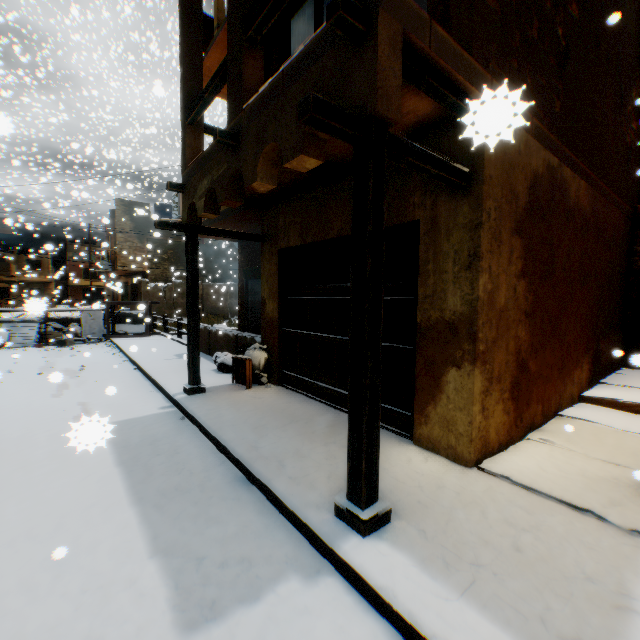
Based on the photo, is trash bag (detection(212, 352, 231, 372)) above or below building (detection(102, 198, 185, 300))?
below

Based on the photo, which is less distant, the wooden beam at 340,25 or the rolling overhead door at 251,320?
the wooden beam at 340,25

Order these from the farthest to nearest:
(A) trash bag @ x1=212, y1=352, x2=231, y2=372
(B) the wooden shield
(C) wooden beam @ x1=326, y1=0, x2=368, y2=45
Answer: (B) the wooden shield, (A) trash bag @ x1=212, y1=352, x2=231, y2=372, (C) wooden beam @ x1=326, y1=0, x2=368, y2=45

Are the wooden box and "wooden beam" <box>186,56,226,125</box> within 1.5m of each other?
no

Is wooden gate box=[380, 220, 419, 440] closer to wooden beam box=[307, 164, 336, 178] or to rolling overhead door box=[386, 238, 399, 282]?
rolling overhead door box=[386, 238, 399, 282]

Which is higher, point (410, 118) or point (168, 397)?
point (410, 118)

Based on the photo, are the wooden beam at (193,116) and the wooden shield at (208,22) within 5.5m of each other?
no

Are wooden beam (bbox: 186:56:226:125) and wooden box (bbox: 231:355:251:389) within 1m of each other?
no
